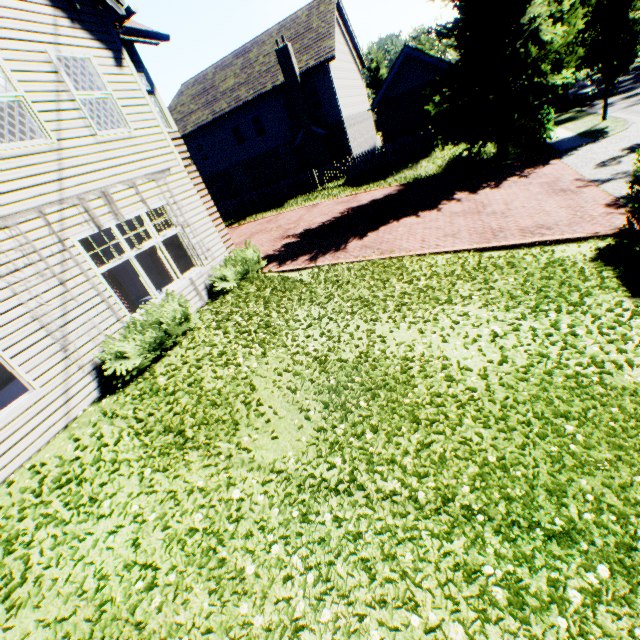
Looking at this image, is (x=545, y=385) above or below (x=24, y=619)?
below

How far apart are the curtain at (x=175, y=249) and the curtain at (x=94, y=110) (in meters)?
1.82

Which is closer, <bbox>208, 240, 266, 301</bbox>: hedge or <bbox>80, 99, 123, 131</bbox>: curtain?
<bbox>80, 99, 123, 131</bbox>: curtain

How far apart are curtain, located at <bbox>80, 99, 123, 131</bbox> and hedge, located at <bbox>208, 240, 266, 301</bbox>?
3.90m

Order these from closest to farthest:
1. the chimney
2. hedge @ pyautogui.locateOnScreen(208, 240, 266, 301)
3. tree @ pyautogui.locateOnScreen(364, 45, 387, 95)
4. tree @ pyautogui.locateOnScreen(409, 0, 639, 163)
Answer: hedge @ pyautogui.locateOnScreen(208, 240, 266, 301) < tree @ pyautogui.locateOnScreen(409, 0, 639, 163) < the chimney < tree @ pyautogui.locateOnScreen(364, 45, 387, 95)

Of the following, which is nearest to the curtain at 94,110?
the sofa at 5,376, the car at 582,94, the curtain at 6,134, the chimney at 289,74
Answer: the curtain at 6,134

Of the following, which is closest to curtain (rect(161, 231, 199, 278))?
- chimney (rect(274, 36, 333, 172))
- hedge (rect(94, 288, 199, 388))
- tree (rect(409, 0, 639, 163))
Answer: hedge (rect(94, 288, 199, 388))

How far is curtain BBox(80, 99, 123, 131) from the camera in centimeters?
725cm
